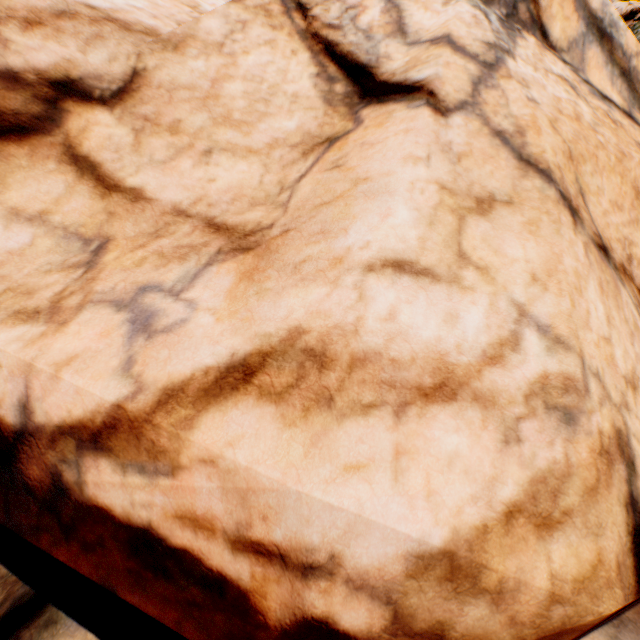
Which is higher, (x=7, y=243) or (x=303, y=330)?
(x=7, y=243)
